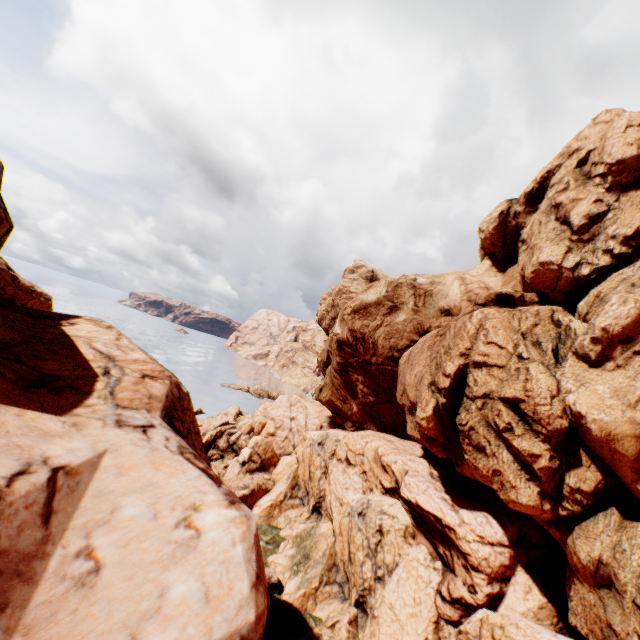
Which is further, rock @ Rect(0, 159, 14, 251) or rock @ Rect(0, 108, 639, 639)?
rock @ Rect(0, 159, 14, 251)

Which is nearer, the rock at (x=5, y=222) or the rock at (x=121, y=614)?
the rock at (x=121, y=614)

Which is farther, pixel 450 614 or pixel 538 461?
pixel 450 614
